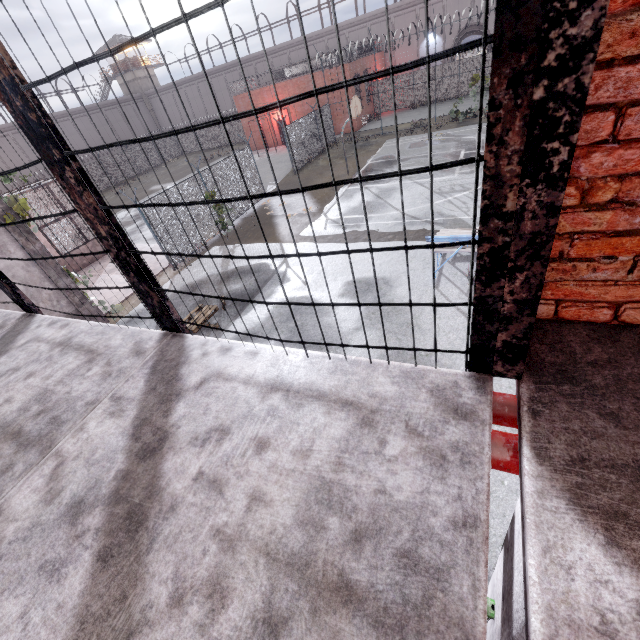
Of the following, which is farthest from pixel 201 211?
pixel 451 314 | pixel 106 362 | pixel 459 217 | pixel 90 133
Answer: pixel 90 133

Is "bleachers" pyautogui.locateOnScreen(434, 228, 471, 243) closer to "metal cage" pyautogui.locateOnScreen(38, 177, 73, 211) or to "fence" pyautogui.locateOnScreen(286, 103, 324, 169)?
"fence" pyautogui.locateOnScreen(286, 103, 324, 169)

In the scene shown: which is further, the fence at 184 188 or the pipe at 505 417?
the fence at 184 188

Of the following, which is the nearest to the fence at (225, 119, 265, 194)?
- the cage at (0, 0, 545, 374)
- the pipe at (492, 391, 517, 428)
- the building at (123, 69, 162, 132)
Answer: the pipe at (492, 391, 517, 428)

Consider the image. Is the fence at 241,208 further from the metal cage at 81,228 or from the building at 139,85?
the building at 139,85

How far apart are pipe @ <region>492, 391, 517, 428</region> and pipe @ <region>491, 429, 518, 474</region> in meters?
0.1 m

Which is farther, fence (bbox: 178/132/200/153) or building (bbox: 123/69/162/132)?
building (bbox: 123/69/162/132)

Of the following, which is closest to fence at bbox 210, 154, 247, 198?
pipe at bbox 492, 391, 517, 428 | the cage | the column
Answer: pipe at bbox 492, 391, 517, 428
